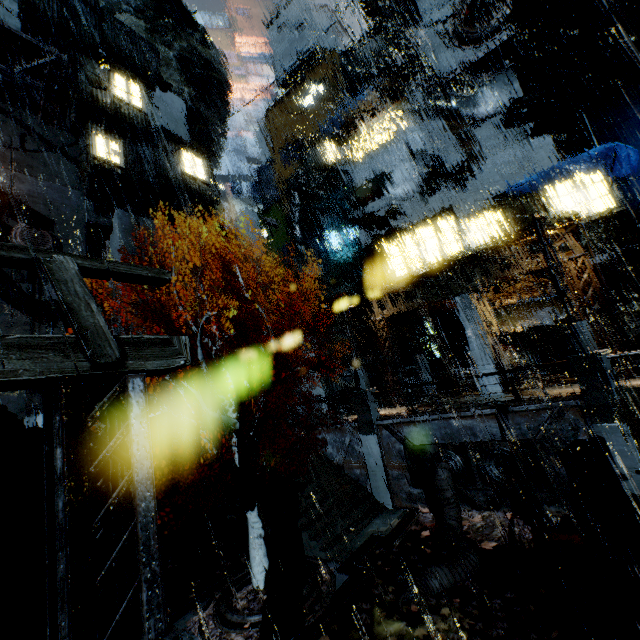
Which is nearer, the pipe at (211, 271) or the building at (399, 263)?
the building at (399, 263)

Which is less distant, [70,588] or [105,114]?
[70,588]

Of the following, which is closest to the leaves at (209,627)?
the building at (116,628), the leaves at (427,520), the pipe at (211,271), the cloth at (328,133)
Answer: the leaves at (427,520)

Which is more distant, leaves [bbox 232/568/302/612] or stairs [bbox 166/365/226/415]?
stairs [bbox 166/365/226/415]

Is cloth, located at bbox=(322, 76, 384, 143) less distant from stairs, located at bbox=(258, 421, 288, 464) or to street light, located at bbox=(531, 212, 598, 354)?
street light, located at bbox=(531, 212, 598, 354)

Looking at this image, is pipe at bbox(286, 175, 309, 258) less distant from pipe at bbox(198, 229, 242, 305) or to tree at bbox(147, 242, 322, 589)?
pipe at bbox(198, 229, 242, 305)

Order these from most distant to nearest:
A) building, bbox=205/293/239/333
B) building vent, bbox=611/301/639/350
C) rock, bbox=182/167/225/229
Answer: rock, bbox=182/167/225/229
building, bbox=205/293/239/333
building vent, bbox=611/301/639/350

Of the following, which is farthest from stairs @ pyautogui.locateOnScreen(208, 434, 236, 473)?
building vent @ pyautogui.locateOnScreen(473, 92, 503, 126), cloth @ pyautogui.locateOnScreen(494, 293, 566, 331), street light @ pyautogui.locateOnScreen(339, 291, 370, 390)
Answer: building vent @ pyautogui.locateOnScreen(473, 92, 503, 126)
